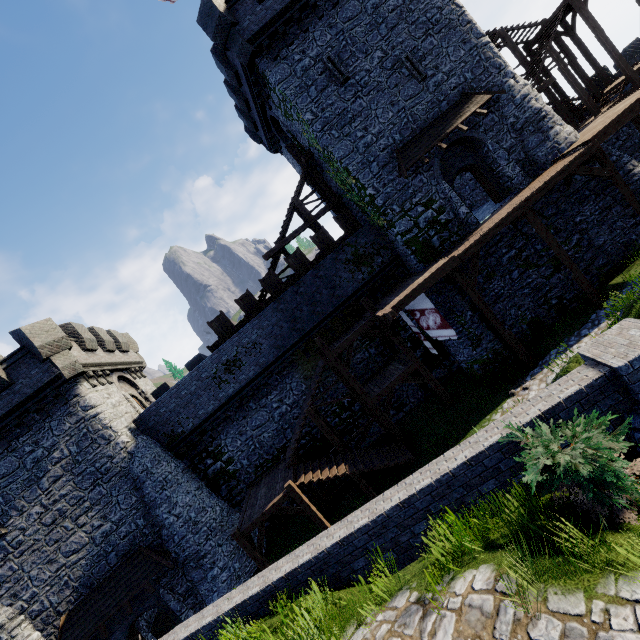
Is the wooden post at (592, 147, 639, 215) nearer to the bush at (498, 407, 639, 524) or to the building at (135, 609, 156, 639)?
the bush at (498, 407, 639, 524)

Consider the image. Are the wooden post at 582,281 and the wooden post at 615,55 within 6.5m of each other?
no

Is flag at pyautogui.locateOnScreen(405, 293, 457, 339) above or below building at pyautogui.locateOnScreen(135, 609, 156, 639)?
above

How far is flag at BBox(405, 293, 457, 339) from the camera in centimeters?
1436cm

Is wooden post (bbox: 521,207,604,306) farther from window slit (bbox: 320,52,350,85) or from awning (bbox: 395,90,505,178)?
window slit (bbox: 320,52,350,85)

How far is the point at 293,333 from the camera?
18.5 meters

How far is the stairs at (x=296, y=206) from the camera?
20.0m

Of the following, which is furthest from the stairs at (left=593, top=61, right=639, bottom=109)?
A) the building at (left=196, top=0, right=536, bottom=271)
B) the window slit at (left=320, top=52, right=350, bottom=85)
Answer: the window slit at (left=320, top=52, right=350, bottom=85)
